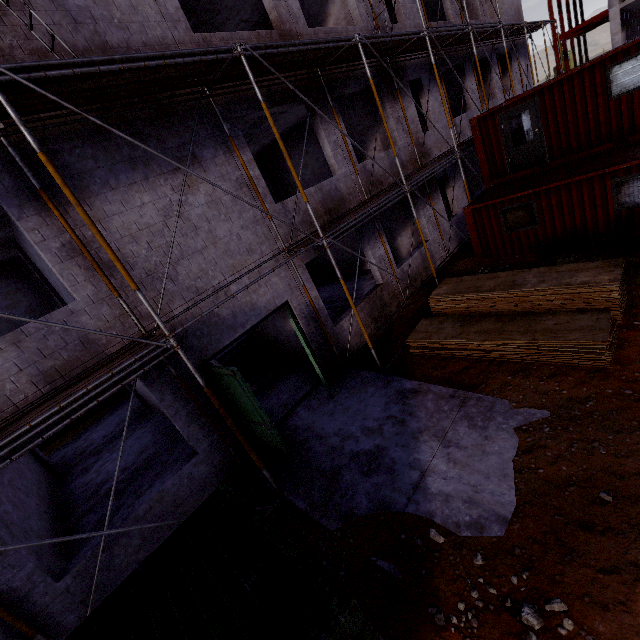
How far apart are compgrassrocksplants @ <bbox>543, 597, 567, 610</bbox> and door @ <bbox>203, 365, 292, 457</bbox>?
4.8 meters

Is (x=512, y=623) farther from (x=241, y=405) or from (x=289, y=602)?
(x=241, y=405)

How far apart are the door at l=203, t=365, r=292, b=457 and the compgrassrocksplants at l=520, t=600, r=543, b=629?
4.61m

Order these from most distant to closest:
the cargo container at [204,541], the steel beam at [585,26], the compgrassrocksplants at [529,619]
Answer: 1. the steel beam at [585,26]
2. the compgrassrocksplants at [529,619]
3. the cargo container at [204,541]

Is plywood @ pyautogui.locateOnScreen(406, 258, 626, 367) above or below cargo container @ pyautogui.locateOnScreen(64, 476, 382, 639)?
below

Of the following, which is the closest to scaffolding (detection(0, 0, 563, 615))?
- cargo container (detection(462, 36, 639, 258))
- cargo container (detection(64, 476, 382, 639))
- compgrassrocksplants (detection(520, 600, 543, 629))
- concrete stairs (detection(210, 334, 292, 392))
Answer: cargo container (detection(462, 36, 639, 258))

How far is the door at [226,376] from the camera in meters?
6.6 m

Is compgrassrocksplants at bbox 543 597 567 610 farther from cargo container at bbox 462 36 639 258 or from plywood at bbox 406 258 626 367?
cargo container at bbox 462 36 639 258
